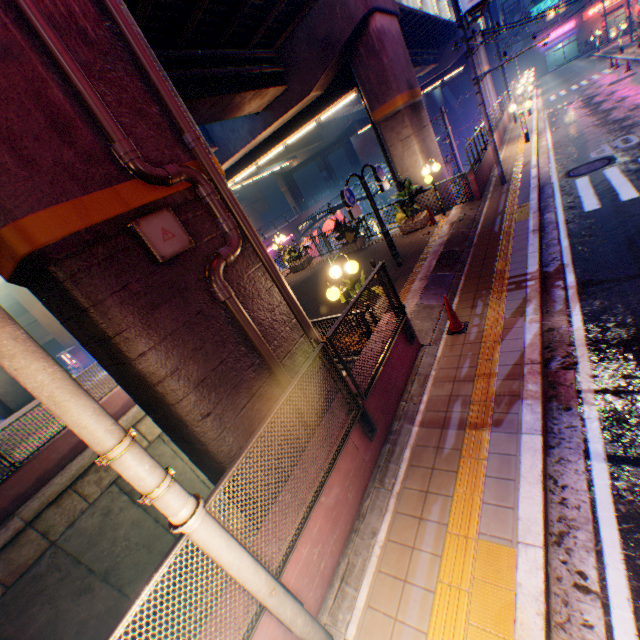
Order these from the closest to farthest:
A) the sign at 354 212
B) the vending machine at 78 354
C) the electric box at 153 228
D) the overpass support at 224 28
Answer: the electric box at 153 228
the sign at 354 212
the overpass support at 224 28
the vending machine at 78 354

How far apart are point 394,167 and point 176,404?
14.02m

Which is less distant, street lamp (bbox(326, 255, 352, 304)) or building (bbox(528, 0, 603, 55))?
street lamp (bbox(326, 255, 352, 304))

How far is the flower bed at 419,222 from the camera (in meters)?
13.29

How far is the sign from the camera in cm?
903

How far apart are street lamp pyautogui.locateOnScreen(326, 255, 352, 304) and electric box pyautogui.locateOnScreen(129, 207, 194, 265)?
2.8 meters

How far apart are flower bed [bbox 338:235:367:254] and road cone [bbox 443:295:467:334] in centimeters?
910cm

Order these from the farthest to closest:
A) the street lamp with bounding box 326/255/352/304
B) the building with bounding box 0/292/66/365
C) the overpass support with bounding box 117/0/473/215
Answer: the building with bounding box 0/292/66/365 → the overpass support with bounding box 117/0/473/215 → the street lamp with bounding box 326/255/352/304
